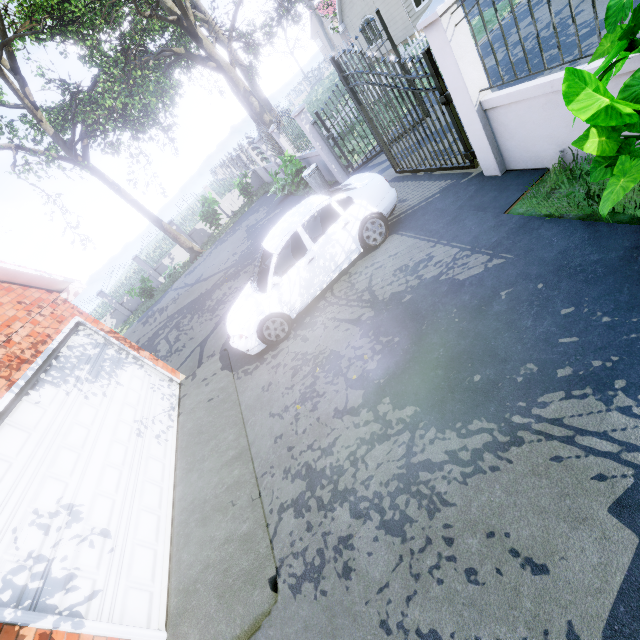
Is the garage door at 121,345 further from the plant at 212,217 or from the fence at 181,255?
the plant at 212,217

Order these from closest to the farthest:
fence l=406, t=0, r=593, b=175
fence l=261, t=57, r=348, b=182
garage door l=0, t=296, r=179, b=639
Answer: garage door l=0, t=296, r=179, b=639 → fence l=406, t=0, r=593, b=175 → fence l=261, t=57, r=348, b=182

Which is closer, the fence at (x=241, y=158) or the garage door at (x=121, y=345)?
the garage door at (x=121, y=345)

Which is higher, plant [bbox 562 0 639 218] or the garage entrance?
plant [bbox 562 0 639 218]

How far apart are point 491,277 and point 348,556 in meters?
3.6

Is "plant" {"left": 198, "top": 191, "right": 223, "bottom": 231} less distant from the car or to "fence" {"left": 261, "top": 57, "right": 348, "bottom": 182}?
the car

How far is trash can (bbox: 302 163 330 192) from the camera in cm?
1086

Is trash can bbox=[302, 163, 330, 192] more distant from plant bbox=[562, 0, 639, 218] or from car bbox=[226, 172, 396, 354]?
plant bbox=[562, 0, 639, 218]
